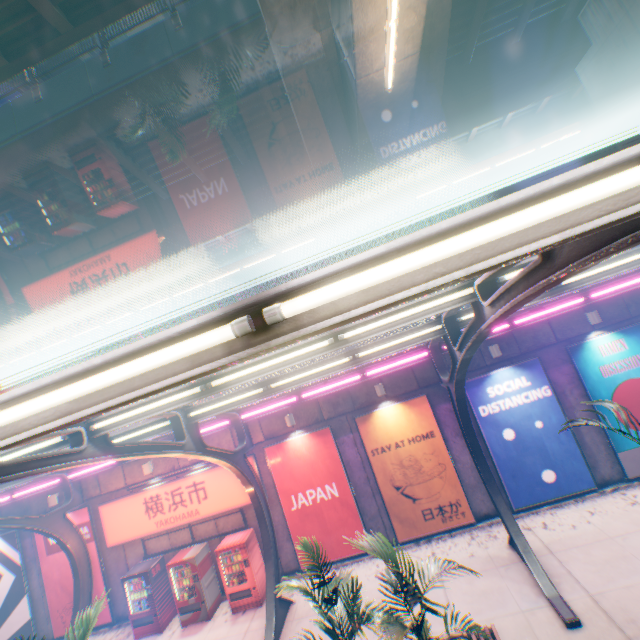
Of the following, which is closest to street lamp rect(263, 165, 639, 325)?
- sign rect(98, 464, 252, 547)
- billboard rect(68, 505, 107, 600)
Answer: sign rect(98, 464, 252, 547)

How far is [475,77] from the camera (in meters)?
11.45

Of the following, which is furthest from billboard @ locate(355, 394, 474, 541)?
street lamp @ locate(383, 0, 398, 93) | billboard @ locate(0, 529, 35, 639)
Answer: billboard @ locate(0, 529, 35, 639)

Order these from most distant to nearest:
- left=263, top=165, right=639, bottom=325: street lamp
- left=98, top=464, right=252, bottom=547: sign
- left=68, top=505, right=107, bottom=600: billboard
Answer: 1. left=68, top=505, right=107, bottom=600: billboard
2. left=98, top=464, right=252, bottom=547: sign
3. left=263, top=165, right=639, bottom=325: street lamp

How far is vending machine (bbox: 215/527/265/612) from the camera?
10.6m

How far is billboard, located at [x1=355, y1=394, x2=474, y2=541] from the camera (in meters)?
10.76

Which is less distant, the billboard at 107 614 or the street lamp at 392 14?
the street lamp at 392 14

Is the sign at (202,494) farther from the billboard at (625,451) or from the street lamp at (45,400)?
the billboard at (625,451)
